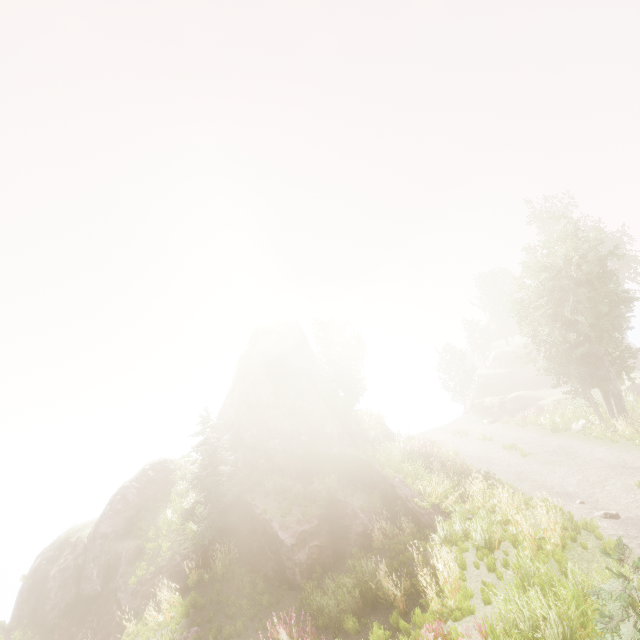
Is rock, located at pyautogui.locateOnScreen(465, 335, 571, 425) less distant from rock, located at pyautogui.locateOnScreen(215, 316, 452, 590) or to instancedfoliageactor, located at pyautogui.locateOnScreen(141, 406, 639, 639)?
instancedfoliageactor, located at pyautogui.locateOnScreen(141, 406, 639, 639)

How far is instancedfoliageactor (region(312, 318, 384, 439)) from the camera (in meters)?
28.73

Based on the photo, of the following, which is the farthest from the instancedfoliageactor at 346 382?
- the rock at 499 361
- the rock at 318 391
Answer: the rock at 499 361

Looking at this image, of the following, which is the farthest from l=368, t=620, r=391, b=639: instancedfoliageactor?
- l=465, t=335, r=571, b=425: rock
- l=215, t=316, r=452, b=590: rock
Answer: l=465, t=335, r=571, b=425: rock

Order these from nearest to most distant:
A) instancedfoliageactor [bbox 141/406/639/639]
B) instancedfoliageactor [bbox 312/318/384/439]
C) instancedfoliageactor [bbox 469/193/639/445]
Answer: instancedfoliageactor [bbox 141/406/639/639]
instancedfoliageactor [bbox 469/193/639/445]
instancedfoliageactor [bbox 312/318/384/439]

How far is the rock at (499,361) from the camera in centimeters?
3158cm

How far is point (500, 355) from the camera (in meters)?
49.31
